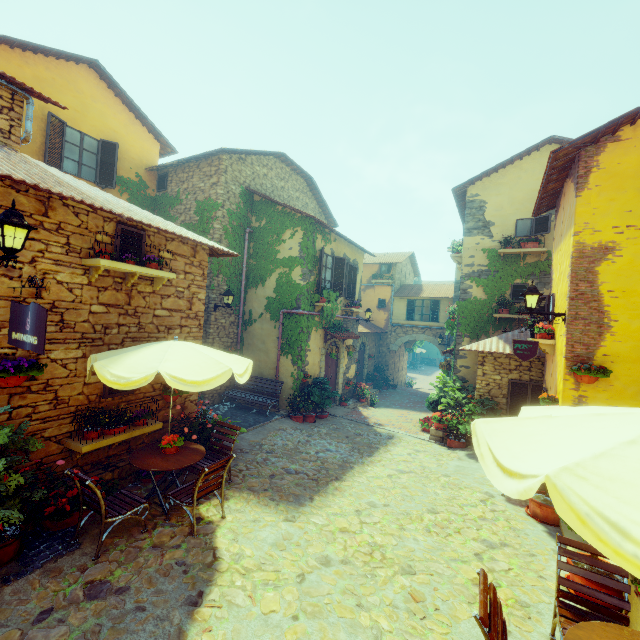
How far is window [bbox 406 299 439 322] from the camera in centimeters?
2148cm

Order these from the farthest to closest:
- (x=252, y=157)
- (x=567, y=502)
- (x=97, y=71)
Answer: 1. (x=252, y=157)
2. (x=97, y=71)
3. (x=567, y=502)

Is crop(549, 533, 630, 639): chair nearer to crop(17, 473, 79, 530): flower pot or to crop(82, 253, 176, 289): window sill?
A: crop(17, 473, 79, 530): flower pot

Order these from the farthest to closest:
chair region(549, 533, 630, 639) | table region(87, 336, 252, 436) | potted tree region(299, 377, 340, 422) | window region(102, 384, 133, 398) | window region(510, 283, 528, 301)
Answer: window region(510, 283, 528, 301), potted tree region(299, 377, 340, 422), window region(102, 384, 133, 398), table region(87, 336, 252, 436), chair region(549, 533, 630, 639)

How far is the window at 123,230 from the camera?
5.86m

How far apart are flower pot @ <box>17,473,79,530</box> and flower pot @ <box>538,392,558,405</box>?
8.40m

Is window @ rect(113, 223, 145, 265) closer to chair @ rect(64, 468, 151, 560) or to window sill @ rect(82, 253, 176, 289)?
window sill @ rect(82, 253, 176, 289)

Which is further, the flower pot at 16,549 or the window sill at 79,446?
the window sill at 79,446
